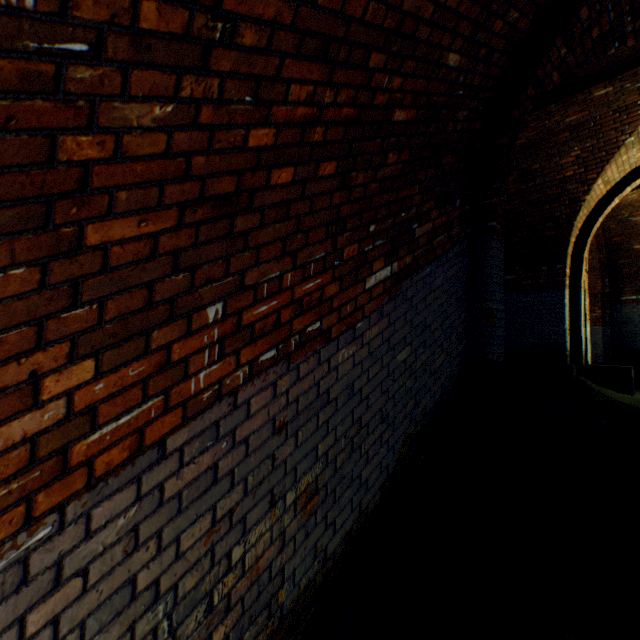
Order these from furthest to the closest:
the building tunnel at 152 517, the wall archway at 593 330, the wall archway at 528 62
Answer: the wall archway at 593 330, the wall archway at 528 62, the building tunnel at 152 517

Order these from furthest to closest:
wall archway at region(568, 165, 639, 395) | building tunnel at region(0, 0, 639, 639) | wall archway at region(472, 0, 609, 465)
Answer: wall archway at region(568, 165, 639, 395) < wall archway at region(472, 0, 609, 465) < building tunnel at region(0, 0, 639, 639)

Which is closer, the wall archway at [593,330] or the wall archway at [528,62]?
the wall archway at [528,62]

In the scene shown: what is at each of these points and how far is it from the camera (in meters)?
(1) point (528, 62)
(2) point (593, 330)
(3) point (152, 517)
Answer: (1) wall archway, 3.19
(2) wall archway, 9.70
(3) building tunnel, 1.26

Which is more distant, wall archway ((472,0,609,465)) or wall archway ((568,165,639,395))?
wall archway ((568,165,639,395))

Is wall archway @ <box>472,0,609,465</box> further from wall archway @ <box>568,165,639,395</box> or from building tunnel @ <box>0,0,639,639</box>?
wall archway @ <box>568,165,639,395</box>

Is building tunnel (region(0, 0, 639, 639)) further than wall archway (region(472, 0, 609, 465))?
No
